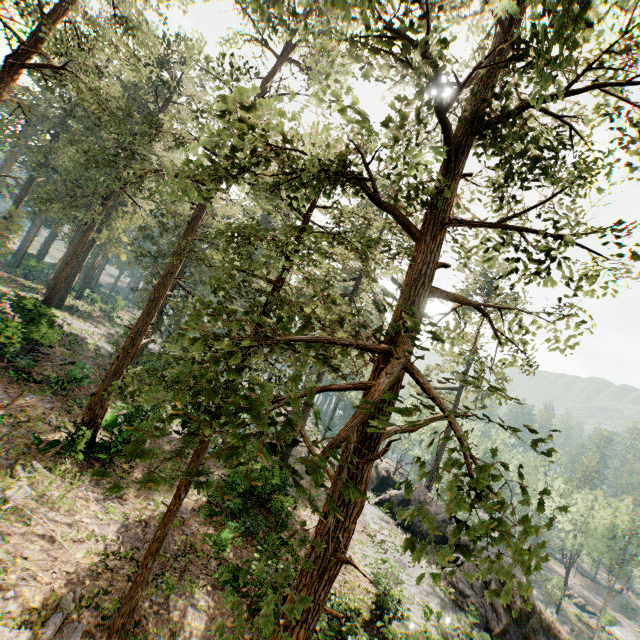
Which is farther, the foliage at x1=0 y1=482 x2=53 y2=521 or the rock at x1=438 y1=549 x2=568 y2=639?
the rock at x1=438 y1=549 x2=568 y2=639

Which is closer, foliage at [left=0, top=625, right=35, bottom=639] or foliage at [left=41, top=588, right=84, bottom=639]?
foliage at [left=0, top=625, right=35, bottom=639]

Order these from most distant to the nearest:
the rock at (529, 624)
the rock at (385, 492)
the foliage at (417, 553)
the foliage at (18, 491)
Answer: the rock at (385, 492) < the rock at (529, 624) < the foliage at (18, 491) < the foliage at (417, 553)

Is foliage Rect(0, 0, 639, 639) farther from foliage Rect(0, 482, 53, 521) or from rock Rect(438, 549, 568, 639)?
foliage Rect(0, 482, 53, 521)

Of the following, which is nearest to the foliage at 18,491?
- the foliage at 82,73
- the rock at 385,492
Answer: the foliage at 82,73

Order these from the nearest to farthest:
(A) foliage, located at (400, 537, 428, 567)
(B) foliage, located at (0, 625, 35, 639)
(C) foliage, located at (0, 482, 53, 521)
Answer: (A) foliage, located at (400, 537, 428, 567), (B) foliage, located at (0, 625, 35, 639), (C) foliage, located at (0, 482, 53, 521)

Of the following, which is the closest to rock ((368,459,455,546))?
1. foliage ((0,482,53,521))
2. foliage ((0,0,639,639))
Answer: foliage ((0,0,639,639))

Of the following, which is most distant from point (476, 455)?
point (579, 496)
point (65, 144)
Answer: point (579, 496)
